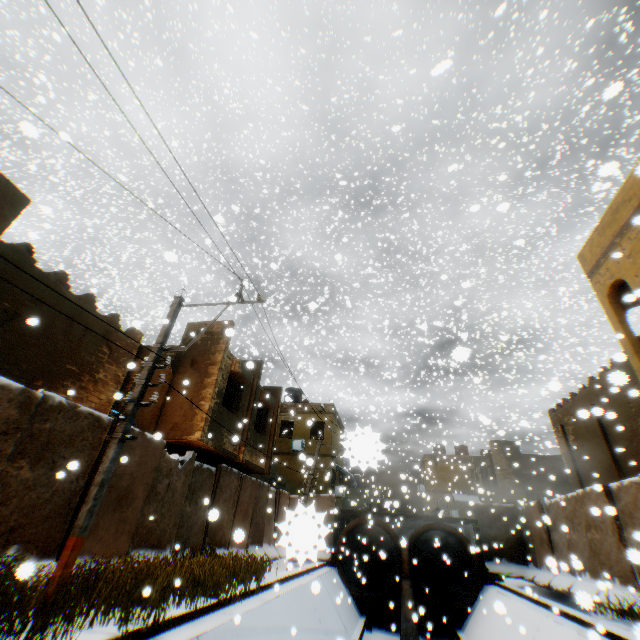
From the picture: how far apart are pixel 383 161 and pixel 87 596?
41.06m

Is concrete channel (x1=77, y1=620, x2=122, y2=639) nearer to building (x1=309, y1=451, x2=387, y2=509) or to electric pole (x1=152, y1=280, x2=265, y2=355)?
electric pole (x1=152, y1=280, x2=265, y2=355)

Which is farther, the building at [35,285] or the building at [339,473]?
the building at [339,473]

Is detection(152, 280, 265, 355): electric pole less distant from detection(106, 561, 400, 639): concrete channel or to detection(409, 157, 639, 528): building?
detection(106, 561, 400, 639): concrete channel

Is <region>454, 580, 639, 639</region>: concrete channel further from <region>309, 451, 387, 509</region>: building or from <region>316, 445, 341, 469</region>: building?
<region>309, 451, 387, 509</region>: building

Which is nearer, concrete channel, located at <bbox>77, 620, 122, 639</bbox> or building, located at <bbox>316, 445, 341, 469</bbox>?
concrete channel, located at <bbox>77, 620, 122, 639</bbox>

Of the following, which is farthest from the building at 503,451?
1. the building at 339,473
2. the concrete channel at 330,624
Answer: the building at 339,473

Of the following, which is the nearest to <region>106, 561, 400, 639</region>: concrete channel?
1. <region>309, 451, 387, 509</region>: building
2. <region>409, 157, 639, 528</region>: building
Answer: <region>409, 157, 639, 528</region>: building
